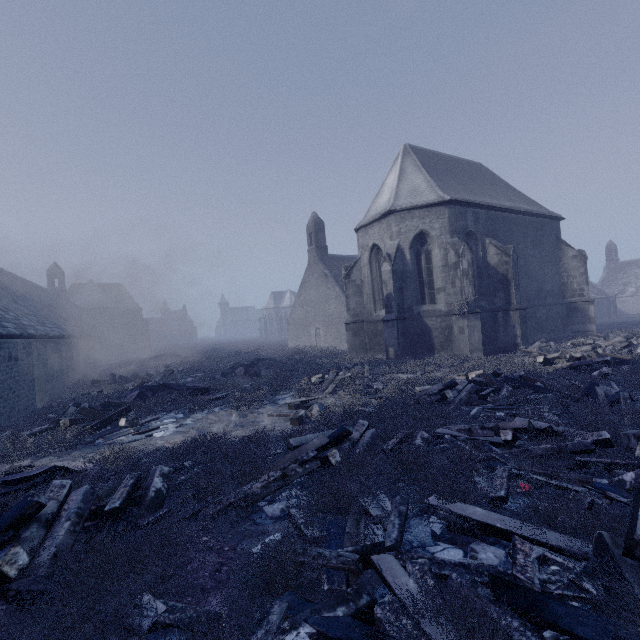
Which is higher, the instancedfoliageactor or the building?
the building

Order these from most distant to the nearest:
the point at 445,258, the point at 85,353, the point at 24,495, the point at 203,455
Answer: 1. the point at 85,353
2. the point at 445,258
3. the point at 203,455
4. the point at 24,495

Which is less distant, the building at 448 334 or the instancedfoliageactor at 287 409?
the instancedfoliageactor at 287 409

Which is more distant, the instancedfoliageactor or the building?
the building

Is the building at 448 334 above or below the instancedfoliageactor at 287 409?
above
